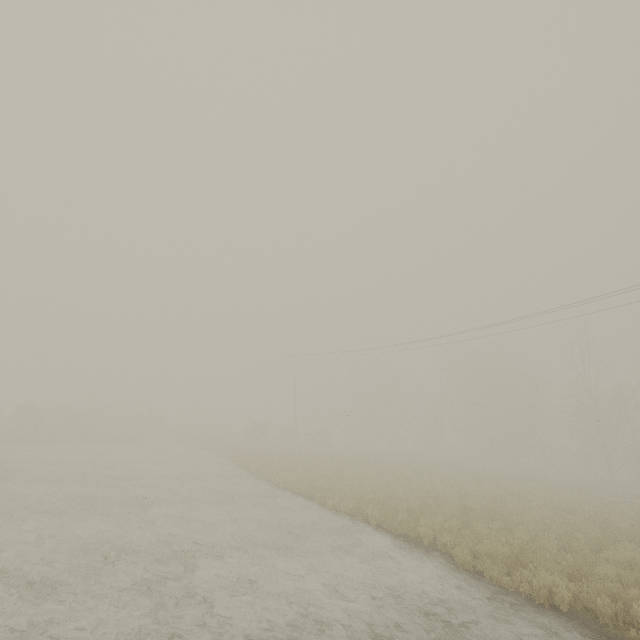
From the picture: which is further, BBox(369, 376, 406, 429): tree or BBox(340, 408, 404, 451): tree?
BBox(369, 376, 406, 429): tree

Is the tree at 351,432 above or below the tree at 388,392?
below

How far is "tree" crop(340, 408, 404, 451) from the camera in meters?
54.3

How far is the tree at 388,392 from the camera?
55.9m

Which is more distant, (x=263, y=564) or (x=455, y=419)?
(x=455, y=419)

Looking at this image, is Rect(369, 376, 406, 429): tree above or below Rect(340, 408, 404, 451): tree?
above
